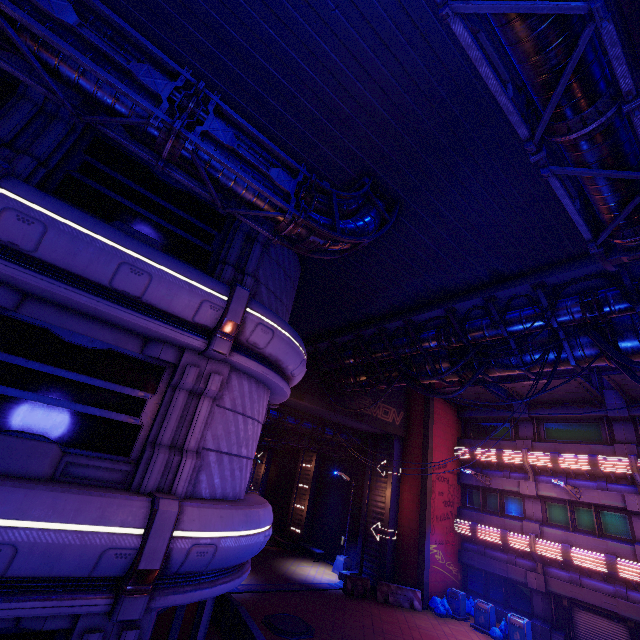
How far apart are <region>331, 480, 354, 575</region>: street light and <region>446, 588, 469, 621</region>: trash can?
5.85m

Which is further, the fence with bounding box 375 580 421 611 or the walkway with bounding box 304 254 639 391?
the fence with bounding box 375 580 421 611

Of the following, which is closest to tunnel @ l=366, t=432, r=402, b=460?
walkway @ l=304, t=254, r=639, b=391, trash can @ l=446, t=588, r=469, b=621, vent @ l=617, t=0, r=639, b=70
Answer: trash can @ l=446, t=588, r=469, b=621

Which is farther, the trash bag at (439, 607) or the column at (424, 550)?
the column at (424, 550)

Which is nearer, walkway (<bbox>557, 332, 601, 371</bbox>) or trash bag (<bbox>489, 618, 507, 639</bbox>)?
walkway (<bbox>557, 332, 601, 371</bbox>)

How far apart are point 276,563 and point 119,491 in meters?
19.9 m

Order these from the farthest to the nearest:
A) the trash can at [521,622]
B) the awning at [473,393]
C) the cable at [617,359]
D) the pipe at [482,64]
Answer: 1. the awning at [473,393]
2. the trash can at [521,622]
3. the cable at [617,359]
4. the pipe at [482,64]

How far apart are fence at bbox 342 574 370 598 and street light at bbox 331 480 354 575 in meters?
2.8
